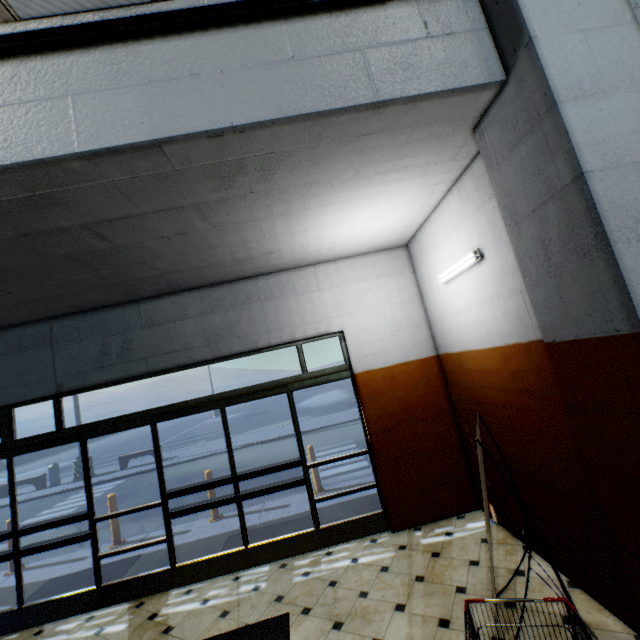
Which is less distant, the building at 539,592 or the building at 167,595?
the building at 167,595

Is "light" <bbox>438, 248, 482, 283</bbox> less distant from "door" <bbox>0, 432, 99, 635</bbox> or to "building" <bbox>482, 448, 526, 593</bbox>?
"building" <bbox>482, 448, 526, 593</bbox>

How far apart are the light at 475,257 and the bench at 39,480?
19.0 meters

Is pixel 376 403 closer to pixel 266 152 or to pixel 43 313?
pixel 266 152

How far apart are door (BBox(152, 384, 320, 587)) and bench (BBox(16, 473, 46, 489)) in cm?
1498

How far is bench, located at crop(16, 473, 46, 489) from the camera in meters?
14.3

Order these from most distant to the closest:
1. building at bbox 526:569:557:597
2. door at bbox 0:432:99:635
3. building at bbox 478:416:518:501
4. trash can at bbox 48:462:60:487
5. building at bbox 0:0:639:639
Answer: trash can at bbox 48:462:60:487
door at bbox 0:432:99:635
building at bbox 478:416:518:501
building at bbox 526:569:557:597
building at bbox 0:0:639:639

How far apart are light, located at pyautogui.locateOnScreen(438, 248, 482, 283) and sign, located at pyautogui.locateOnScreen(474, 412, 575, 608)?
1.5m
